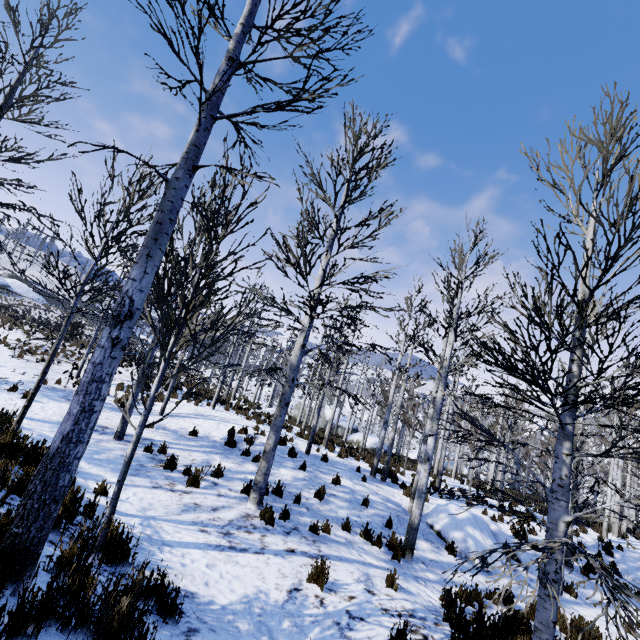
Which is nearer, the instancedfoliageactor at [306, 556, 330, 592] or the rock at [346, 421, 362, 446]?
the instancedfoliageactor at [306, 556, 330, 592]

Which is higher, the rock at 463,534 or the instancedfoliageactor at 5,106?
the instancedfoliageactor at 5,106

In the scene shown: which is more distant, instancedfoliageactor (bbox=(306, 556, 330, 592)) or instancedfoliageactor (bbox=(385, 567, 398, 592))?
instancedfoliageactor (bbox=(385, 567, 398, 592))

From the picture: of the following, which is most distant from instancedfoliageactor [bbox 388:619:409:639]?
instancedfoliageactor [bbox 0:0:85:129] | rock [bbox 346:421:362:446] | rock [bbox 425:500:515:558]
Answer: rock [bbox 346:421:362:446]

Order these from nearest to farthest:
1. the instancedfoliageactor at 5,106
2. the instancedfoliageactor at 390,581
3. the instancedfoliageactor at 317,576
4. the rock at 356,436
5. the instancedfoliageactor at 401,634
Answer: the instancedfoliageactor at 401,634, the instancedfoliageactor at 317,576, the instancedfoliageactor at 390,581, the instancedfoliageactor at 5,106, the rock at 356,436

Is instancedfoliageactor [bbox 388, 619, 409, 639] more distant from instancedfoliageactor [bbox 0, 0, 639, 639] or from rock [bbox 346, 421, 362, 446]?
rock [bbox 346, 421, 362, 446]

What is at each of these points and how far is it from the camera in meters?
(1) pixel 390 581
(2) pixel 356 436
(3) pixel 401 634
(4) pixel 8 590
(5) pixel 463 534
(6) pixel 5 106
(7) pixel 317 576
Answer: (1) instancedfoliageactor, 5.6
(2) rock, 26.3
(3) instancedfoliageactor, 4.0
(4) instancedfoliageactor, 2.2
(5) rock, 9.5
(6) instancedfoliageactor, 9.4
(7) instancedfoliageactor, 5.0

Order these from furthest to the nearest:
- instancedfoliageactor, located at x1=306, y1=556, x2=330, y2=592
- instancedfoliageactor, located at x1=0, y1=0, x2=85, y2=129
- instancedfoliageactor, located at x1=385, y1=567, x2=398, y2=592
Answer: instancedfoliageactor, located at x1=0, y1=0, x2=85, y2=129 → instancedfoliageactor, located at x1=385, y1=567, x2=398, y2=592 → instancedfoliageactor, located at x1=306, y1=556, x2=330, y2=592
